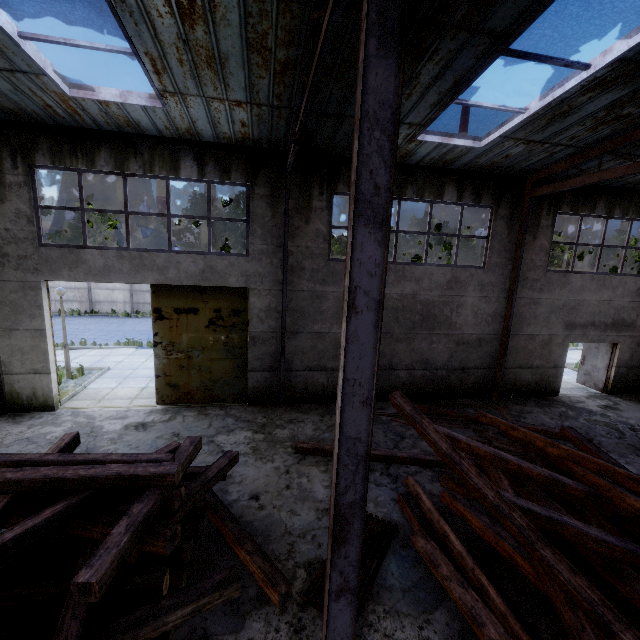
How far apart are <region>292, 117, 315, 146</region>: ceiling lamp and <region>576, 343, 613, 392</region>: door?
14.5m

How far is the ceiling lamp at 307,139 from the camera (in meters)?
5.39

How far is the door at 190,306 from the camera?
9.77m

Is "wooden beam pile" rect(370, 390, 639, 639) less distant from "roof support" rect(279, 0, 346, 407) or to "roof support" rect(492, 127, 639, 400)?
"roof support" rect(492, 127, 639, 400)

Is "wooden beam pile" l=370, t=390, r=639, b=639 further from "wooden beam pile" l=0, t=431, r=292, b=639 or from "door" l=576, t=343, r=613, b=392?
"door" l=576, t=343, r=613, b=392

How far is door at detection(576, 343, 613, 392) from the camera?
13.13m

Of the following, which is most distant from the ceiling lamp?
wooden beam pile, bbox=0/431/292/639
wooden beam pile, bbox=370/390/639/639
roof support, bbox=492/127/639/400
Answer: roof support, bbox=492/127/639/400

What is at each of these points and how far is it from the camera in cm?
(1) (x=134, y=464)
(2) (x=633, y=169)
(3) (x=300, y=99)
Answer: (1) wooden beam pile, 443
(2) roof support, 762
(3) roof support, 641
